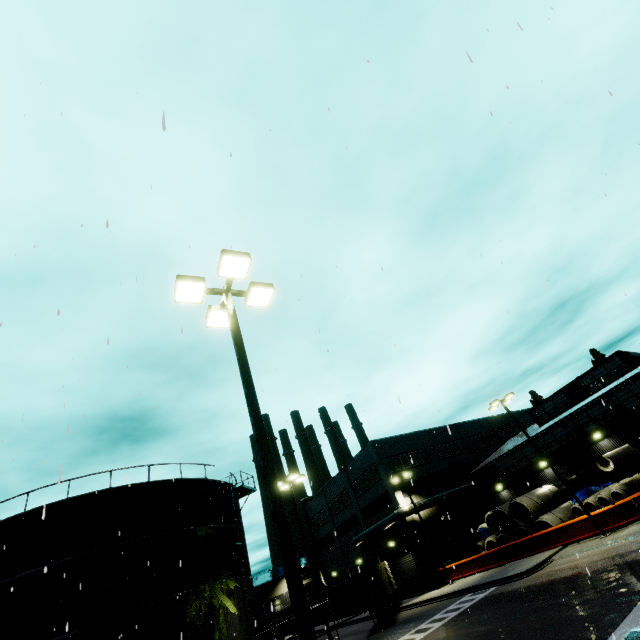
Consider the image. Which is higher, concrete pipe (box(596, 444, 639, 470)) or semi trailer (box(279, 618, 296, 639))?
concrete pipe (box(596, 444, 639, 470))

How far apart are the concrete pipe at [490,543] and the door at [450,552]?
4.90m

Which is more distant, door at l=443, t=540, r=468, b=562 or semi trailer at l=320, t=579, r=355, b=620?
semi trailer at l=320, t=579, r=355, b=620

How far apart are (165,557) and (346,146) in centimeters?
2266cm

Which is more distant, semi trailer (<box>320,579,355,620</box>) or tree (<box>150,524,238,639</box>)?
semi trailer (<box>320,579,355,620</box>)

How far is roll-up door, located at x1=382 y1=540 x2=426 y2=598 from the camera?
33.81m

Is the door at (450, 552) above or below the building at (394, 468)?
below

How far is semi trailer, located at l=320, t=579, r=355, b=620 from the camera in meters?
38.0 m
